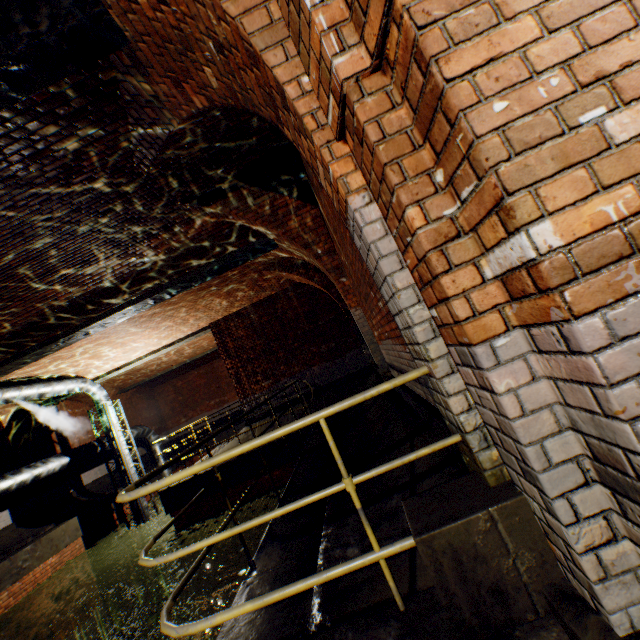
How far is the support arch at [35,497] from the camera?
12.2m

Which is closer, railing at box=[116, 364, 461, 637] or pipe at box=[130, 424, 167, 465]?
railing at box=[116, 364, 461, 637]

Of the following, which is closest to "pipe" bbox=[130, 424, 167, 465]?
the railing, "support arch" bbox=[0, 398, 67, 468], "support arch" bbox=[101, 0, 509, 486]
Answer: "support arch" bbox=[101, 0, 509, 486]

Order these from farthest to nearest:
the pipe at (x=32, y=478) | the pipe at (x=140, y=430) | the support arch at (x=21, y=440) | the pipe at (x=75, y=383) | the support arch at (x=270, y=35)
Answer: the pipe at (x=140, y=430)
the support arch at (x=21, y=440)
the pipe at (x=32, y=478)
the pipe at (x=75, y=383)
the support arch at (x=270, y=35)

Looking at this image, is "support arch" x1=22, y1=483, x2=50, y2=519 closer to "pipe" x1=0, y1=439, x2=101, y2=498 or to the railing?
"pipe" x1=0, y1=439, x2=101, y2=498

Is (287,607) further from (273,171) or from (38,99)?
(273,171)
